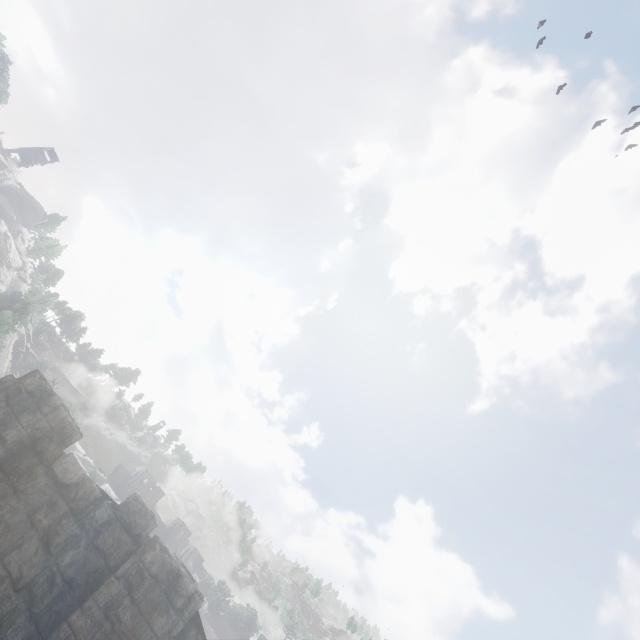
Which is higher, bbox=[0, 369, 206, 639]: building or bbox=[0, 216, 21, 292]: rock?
bbox=[0, 216, 21, 292]: rock

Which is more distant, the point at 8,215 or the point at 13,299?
the point at 8,215

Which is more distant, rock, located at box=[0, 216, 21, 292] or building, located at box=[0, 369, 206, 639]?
rock, located at box=[0, 216, 21, 292]

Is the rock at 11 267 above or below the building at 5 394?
above

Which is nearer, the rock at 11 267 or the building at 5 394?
the building at 5 394
